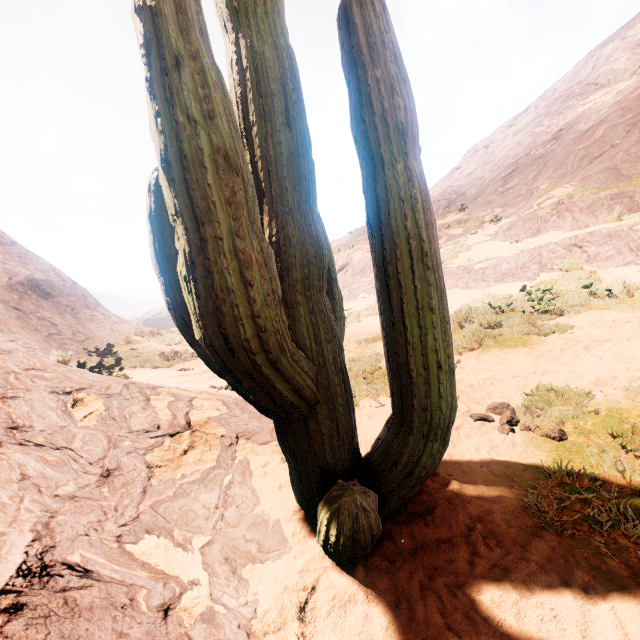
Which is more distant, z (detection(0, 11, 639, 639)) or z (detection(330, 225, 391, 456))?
z (detection(330, 225, 391, 456))

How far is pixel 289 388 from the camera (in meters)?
1.55

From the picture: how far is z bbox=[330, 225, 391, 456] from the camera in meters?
3.7 m

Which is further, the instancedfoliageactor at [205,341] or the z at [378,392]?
the z at [378,392]

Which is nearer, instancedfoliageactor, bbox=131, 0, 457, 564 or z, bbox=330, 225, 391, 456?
instancedfoliageactor, bbox=131, 0, 457, 564

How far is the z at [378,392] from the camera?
3.68m
